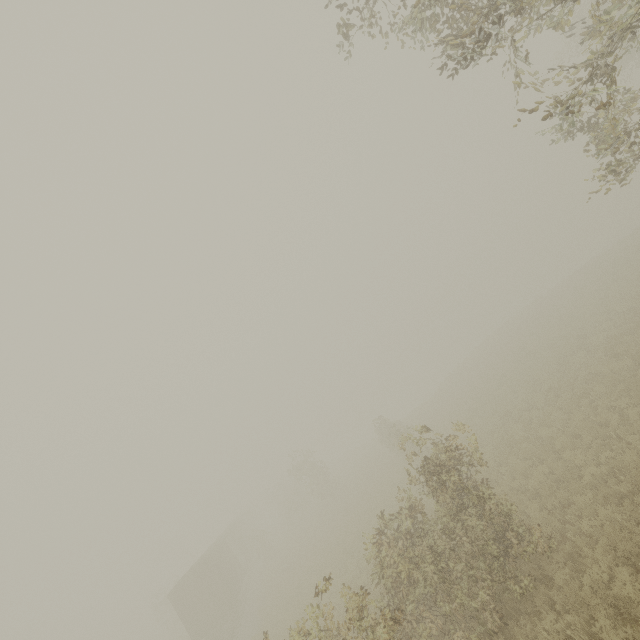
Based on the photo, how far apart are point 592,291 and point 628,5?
23.52m
